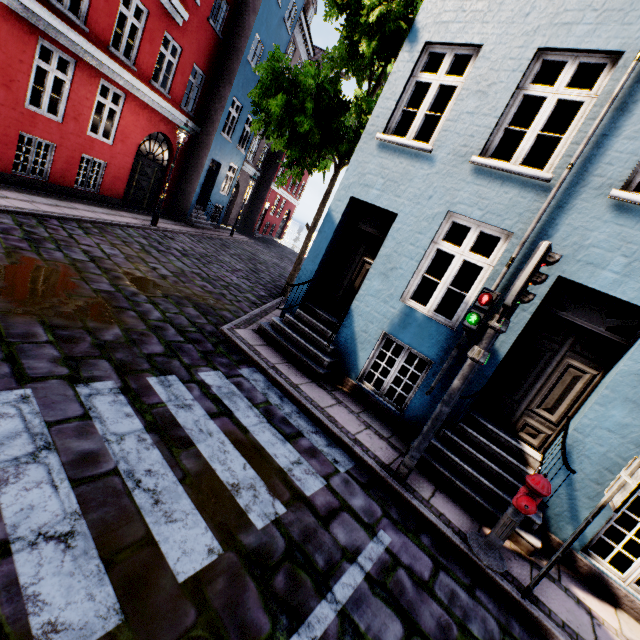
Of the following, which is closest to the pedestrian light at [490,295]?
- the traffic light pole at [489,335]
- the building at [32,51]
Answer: the traffic light pole at [489,335]

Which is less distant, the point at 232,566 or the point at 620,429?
the point at 232,566

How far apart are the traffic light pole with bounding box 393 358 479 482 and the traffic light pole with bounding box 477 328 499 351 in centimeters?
24cm

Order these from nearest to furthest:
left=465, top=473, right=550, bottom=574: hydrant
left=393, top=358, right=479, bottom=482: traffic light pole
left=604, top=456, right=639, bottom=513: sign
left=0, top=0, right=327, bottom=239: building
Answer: left=604, top=456, right=639, bottom=513: sign
left=465, top=473, right=550, bottom=574: hydrant
left=393, top=358, right=479, bottom=482: traffic light pole
left=0, top=0, right=327, bottom=239: building

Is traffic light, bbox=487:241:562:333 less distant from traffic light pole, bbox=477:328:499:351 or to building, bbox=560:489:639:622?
traffic light pole, bbox=477:328:499:351

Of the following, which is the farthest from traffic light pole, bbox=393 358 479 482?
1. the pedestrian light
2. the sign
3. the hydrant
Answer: the sign

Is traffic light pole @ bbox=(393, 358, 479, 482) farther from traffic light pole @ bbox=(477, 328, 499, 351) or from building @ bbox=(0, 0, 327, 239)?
building @ bbox=(0, 0, 327, 239)

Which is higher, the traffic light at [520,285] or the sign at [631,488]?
the traffic light at [520,285]
